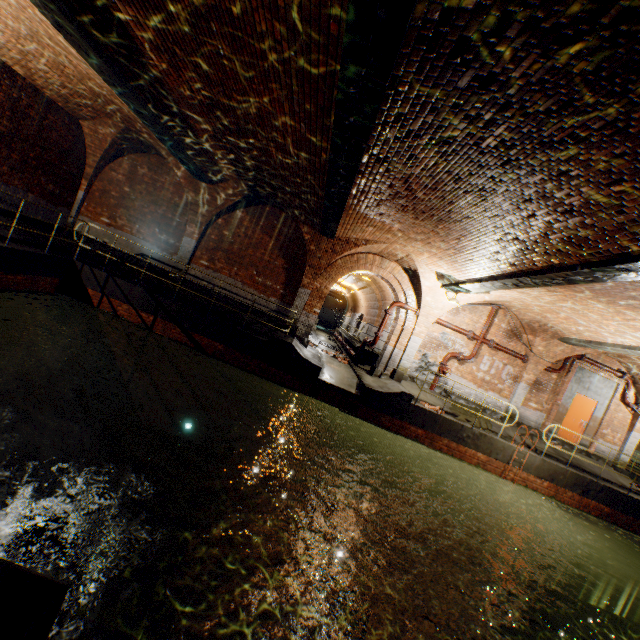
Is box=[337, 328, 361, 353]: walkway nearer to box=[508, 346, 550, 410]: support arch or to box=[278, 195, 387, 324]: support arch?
box=[278, 195, 387, 324]: support arch

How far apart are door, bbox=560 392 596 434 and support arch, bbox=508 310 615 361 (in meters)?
1.82

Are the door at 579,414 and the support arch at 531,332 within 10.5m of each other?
yes

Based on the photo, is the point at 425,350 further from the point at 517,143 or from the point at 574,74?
the point at 574,74

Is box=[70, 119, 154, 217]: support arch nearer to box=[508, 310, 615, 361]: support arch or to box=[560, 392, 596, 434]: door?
box=[508, 310, 615, 361]: support arch

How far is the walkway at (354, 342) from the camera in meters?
16.5

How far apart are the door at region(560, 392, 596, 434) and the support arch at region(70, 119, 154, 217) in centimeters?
1987cm
